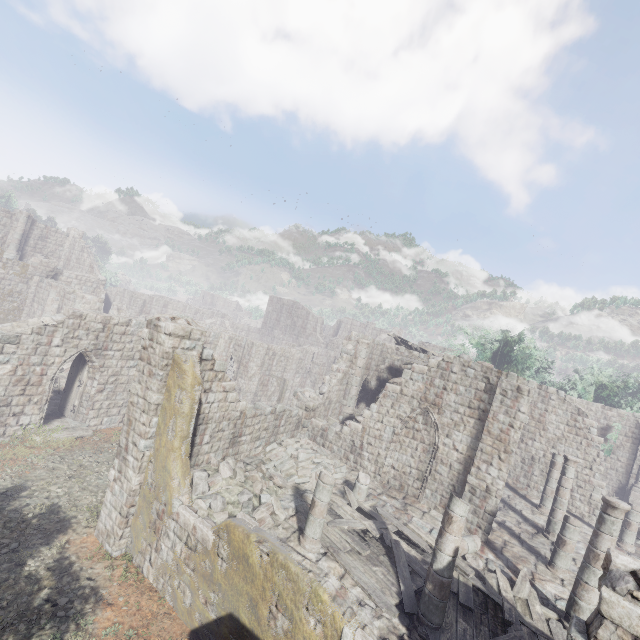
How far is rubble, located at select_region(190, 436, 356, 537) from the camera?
10.17m

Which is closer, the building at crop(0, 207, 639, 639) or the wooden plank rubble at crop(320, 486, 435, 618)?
the building at crop(0, 207, 639, 639)

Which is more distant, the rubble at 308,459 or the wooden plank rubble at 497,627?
the rubble at 308,459

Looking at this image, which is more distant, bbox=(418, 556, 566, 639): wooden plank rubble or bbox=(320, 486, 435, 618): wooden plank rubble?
bbox=(320, 486, 435, 618): wooden plank rubble

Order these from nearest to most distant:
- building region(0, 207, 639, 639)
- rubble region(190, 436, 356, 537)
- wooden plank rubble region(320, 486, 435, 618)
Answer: building region(0, 207, 639, 639) → wooden plank rubble region(320, 486, 435, 618) → rubble region(190, 436, 356, 537)

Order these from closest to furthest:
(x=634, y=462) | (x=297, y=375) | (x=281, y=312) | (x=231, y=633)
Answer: (x=231, y=633), (x=634, y=462), (x=297, y=375), (x=281, y=312)

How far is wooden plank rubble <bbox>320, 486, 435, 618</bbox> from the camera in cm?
869

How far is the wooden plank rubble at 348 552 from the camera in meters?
8.7
